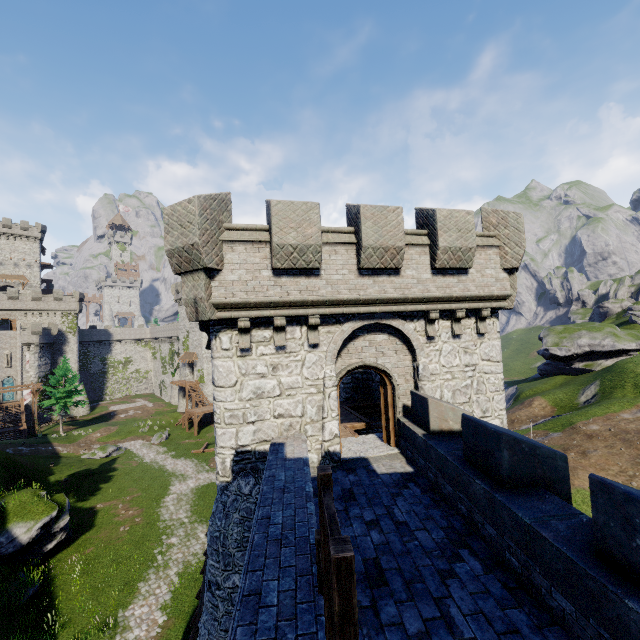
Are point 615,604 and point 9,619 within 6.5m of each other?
no

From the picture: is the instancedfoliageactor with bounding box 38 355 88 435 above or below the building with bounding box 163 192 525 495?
below

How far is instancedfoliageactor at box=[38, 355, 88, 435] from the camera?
45.88m

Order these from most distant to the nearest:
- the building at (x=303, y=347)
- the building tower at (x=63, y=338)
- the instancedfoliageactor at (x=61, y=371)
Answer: the building tower at (x=63, y=338) < the instancedfoliageactor at (x=61, y=371) < the building at (x=303, y=347)

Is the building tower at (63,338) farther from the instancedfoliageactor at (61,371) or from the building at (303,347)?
the building at (303,347)

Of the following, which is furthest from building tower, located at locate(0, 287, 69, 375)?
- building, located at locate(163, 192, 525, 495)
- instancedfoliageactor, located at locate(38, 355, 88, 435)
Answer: building, located at locate(163, 192, 525, 495)

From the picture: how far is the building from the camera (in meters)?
8.63
